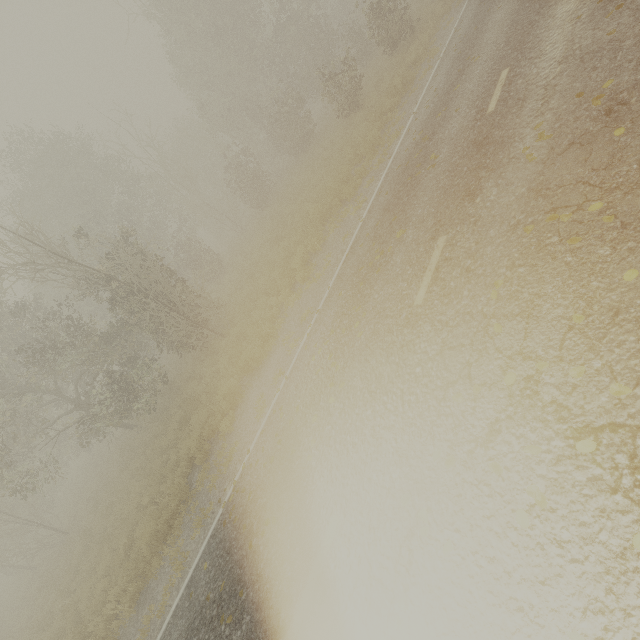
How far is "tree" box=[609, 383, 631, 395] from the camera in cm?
283

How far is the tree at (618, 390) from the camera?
2.83m

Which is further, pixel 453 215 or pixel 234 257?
pixel 234 257
